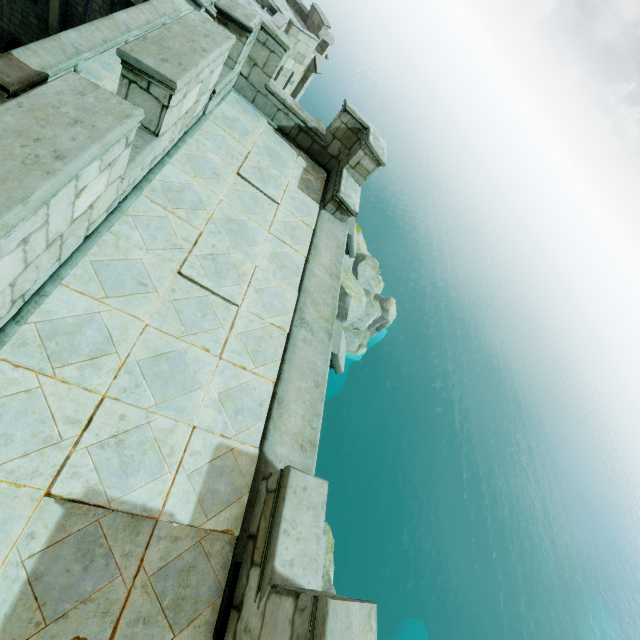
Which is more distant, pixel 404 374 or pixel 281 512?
pixel 404 374

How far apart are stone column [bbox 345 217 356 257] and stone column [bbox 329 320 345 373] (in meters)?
2.52

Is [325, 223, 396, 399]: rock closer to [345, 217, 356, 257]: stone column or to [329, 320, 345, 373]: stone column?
[345, 217, 356, 257]: stone column

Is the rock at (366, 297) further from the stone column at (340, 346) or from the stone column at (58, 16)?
the stone column at (340, 346)

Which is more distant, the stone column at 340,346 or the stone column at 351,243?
the stone column at 351,243

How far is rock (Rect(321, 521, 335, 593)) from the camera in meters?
15.9

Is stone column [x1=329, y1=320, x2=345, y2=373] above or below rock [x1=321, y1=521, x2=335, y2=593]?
above

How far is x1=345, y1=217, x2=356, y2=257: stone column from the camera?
7.3m
